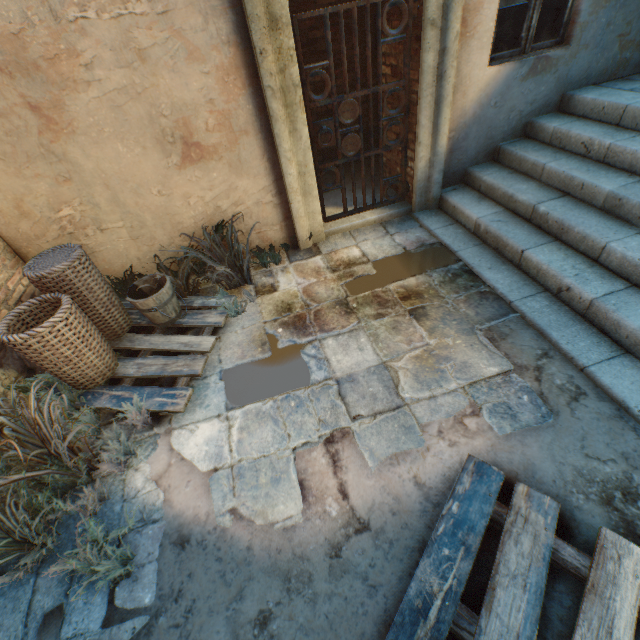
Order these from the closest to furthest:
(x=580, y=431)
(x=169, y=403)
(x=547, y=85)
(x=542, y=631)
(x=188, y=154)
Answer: (x=542, y=631) → (x=580, y=431) → (x=169, y=403) → (x=188, y=154) → (x=547, y=85)

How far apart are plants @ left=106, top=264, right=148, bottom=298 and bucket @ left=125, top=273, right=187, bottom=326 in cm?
Answer: 59

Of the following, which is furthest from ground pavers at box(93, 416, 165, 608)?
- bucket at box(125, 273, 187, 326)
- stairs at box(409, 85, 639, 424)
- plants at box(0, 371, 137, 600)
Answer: stairs at box(409, 85, 639, 424)

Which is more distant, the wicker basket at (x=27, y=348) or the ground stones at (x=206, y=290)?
the ground stones at (x=206, y=290)

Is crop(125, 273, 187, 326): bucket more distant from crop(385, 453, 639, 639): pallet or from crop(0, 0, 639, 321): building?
crop(385, 453, 639, 639): pallet

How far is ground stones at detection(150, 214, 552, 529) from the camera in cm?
230

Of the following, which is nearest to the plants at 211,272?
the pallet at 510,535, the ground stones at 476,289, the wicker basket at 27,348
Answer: the ground stones at 476,289

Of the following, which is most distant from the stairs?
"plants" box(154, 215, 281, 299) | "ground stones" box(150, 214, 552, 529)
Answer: "plants" box(154, 215, 281, 299)
